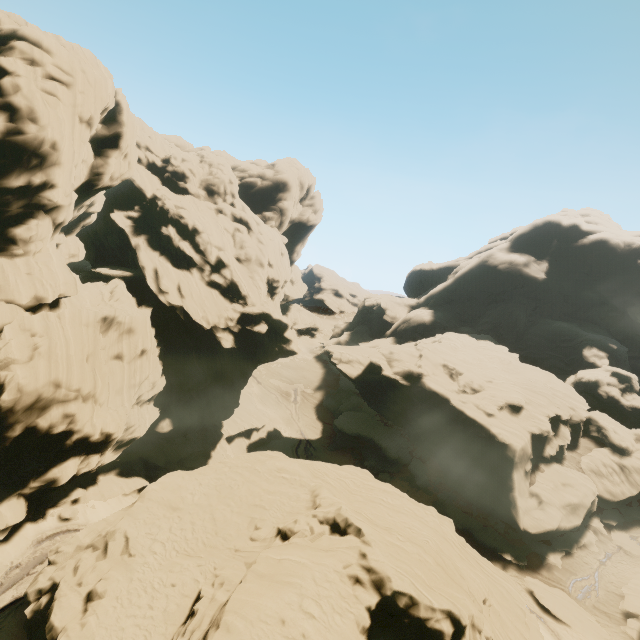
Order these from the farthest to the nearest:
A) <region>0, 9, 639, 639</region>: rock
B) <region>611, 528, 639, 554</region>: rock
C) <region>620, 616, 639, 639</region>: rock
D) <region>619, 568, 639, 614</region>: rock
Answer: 1. <region>611, 528, 639, 554</region>: rock
2. <region>619, 568, 639, 614</region>: rock
3. <region>620, 616, 639, 639</region>: rock
4. <region>0, 9, 639, 639</region>: rock

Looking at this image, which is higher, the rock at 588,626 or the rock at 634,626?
the rock at 634,626

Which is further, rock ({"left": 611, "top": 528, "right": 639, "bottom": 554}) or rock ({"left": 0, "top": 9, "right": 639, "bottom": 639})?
rock ({"left": 611, "top": 528, "right": 639, "bottom": 554})

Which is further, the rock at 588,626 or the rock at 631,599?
the rock at 631,599

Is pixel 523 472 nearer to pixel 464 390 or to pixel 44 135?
pixel 464 390
